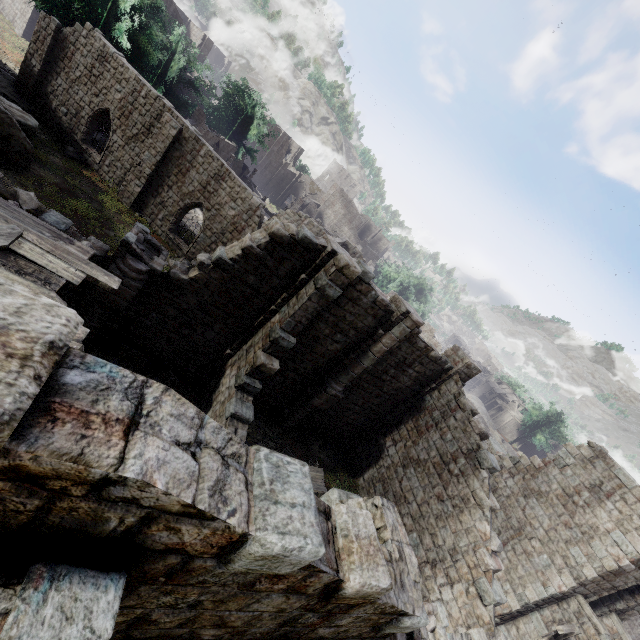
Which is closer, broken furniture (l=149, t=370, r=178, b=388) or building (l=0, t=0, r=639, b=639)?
building (l=0, t=0, r=639, b=639)

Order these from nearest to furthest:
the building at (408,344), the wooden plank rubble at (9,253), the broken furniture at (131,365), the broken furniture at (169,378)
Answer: the building at (408,344)
the wooden plank rubble at (9,253)
the broken furniture at (131,365)
the broken furniture at (169,378)

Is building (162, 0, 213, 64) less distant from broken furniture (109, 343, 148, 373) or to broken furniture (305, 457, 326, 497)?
broken furniture (109, 343, 148, 373)

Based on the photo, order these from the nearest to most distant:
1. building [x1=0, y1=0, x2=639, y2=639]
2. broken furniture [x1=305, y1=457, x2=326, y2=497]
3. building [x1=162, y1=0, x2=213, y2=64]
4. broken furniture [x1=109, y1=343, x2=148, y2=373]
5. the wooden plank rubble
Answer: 1. building [x1=0, y1=0, x2=639, y2=639]
2. the wooden plank rubble
3. broken furniture [x1=109, y1=343, x2=148, y2=373]
4. broken furniture [x1=305, y1=457, x2=326, y2=497]
5. building [x1=162, y1=0, x2=213, y2=64]

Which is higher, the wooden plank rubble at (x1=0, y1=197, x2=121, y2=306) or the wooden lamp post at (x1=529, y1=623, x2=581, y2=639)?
the wooden plank rubble at (x1=0, y1=197, x2=121, y2=306)

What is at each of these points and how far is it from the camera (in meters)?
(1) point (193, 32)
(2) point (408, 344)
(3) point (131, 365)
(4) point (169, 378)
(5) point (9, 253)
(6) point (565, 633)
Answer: (1) building, 46.75
(2) building, 14.57
(3) broken furniture, 11.43
(4) broken furniture, 11.64
(5) wooden plank rubble, 4.18
(6) wooden lamp post, 11.34

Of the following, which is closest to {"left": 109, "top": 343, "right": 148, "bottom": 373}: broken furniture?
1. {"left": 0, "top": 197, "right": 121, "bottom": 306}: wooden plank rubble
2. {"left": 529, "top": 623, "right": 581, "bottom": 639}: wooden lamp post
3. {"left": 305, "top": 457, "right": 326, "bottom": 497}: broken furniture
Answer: {"left": 305, "top": 457, "right": 326, "bottom": 497}: broken furniture

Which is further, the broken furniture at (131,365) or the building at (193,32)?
the building at (193,32)
